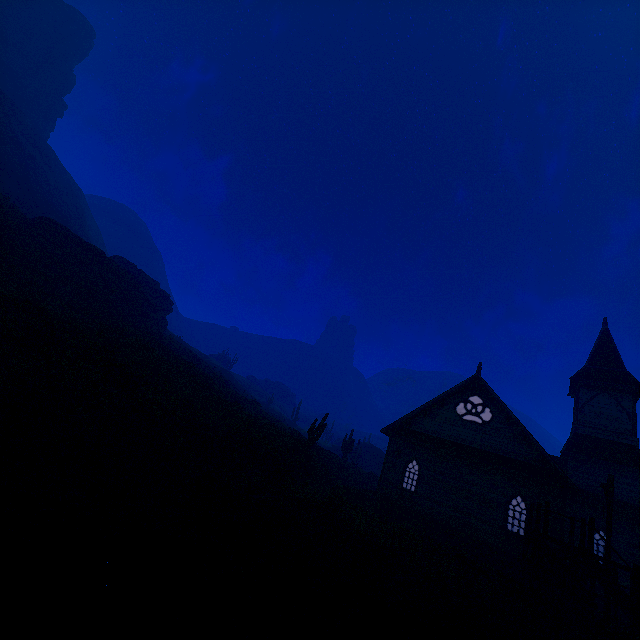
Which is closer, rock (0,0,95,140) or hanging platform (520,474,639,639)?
hanging platform (520,474,639,639)

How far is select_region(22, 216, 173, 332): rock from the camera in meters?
29.8 m

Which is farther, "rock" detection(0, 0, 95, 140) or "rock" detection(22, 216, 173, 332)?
"rock" detection(0, 0, 95, 140)

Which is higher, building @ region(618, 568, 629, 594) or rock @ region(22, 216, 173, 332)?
rock @ region(22, 216, 173, 332)

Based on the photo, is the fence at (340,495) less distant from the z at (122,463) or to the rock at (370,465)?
the z at (122,463)

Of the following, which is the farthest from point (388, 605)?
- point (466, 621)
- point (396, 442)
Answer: point (396, 442)

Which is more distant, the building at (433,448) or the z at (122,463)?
the building at (433,448)

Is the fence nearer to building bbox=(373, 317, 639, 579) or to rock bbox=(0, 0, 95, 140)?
building bbox=(373, 317, 639, 579)
